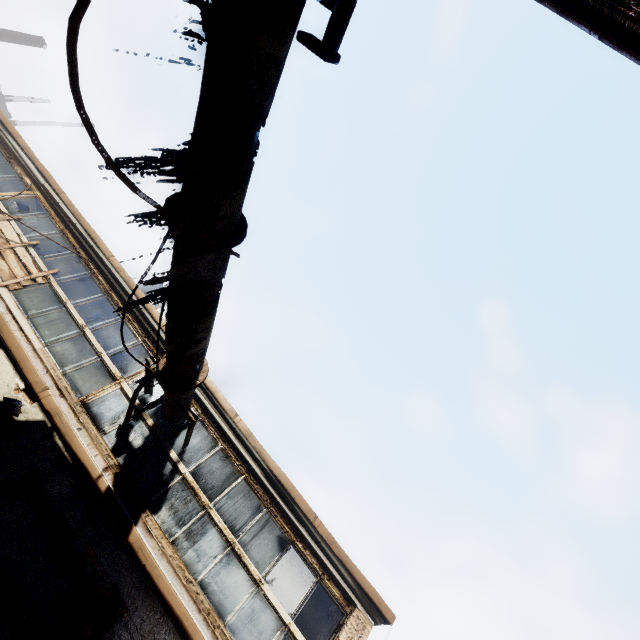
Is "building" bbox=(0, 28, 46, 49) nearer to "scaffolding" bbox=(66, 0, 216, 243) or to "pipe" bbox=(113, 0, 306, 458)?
"pipe" bbox=(113, 0, 306, 458)

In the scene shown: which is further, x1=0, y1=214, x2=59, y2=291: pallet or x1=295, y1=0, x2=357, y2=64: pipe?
x1=0, y1=214, x2=59, y2=291: pallet

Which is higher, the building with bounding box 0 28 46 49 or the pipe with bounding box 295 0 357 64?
the building with bounding box 0 28 46 49

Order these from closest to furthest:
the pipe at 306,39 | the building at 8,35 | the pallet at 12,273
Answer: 1. the pipe at 306,39
2. the pallet at 12,273
3. the building at 8,35

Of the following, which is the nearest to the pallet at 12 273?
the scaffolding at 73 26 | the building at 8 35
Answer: the scaffolding at 73 26

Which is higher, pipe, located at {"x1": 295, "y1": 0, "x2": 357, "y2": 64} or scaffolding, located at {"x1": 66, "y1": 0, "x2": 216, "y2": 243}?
pipe, located at {"x1": 295, "y1": 0, "x2": 357, "y2": 64}

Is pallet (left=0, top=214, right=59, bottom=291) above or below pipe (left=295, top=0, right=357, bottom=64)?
below

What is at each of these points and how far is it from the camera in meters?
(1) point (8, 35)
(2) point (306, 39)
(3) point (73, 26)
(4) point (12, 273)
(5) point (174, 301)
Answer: (1) building, 26.1 m
(2) pipe, 1.7 m
(3) scaffolding, 1.6 m
(4) pallet, 6.9 m
(5) pipe, 3.7 m
